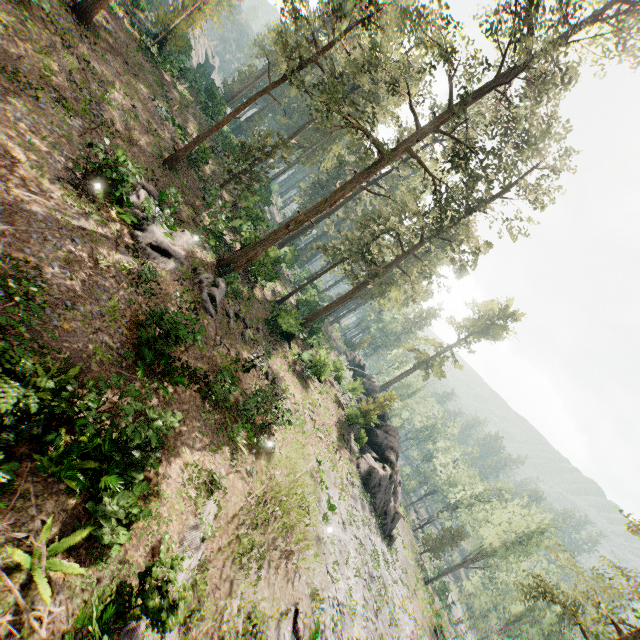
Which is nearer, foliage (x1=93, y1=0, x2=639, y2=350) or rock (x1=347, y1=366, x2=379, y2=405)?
foliage (x1=93, y1=0, x2=639, y2=350)

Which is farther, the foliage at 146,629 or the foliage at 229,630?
the foliage at 229,630

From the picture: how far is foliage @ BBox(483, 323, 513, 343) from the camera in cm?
5694

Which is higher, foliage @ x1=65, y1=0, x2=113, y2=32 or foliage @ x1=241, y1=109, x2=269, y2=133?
foliage @ x1=241, y1=109, x2=269, y2=133

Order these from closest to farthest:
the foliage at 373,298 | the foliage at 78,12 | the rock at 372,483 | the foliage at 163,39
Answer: the foliage at 373,298, the foliage at 78,12, the foliage at 163,39, the rock at 372,483

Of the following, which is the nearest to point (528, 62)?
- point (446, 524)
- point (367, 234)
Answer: point (367, 234)
